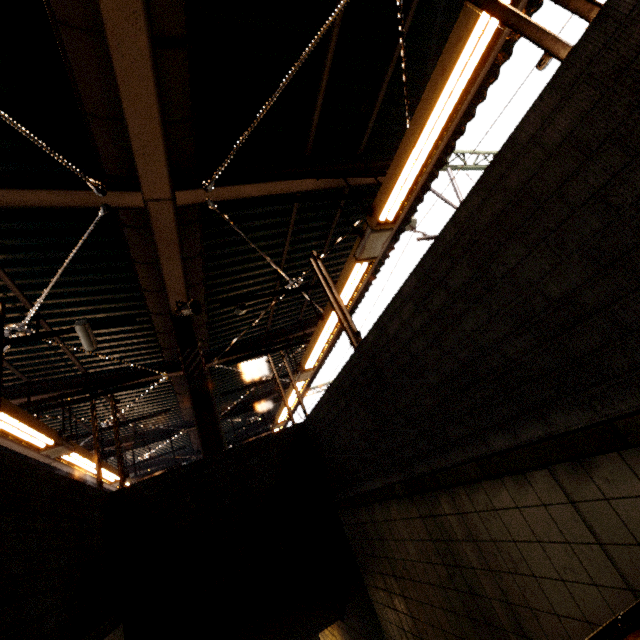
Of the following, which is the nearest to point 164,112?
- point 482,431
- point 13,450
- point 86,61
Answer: point 86,61

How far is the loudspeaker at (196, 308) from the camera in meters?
5.2 m

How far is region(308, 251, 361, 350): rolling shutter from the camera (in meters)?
2.73

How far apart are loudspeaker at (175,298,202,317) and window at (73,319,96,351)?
1.23m

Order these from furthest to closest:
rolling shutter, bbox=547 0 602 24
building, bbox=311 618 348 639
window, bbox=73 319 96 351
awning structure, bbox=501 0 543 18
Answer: building, bbox=311 618 348 639
window, bbox=73 319 96 351
awning structure, bbox=501 0 543 18
rolling shutter, bbox=547 0 602 24

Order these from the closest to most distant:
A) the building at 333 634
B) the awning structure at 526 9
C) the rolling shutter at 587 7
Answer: the rolling shutter at 587 7
the awning structure at 526 9
the building at 333 634

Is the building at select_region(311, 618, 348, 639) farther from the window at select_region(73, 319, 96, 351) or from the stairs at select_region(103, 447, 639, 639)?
the window at select_region(73, 319, 96, 351)

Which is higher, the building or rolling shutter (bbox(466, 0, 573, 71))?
rolling shutter (bbox(466, 0, 573, 71))
